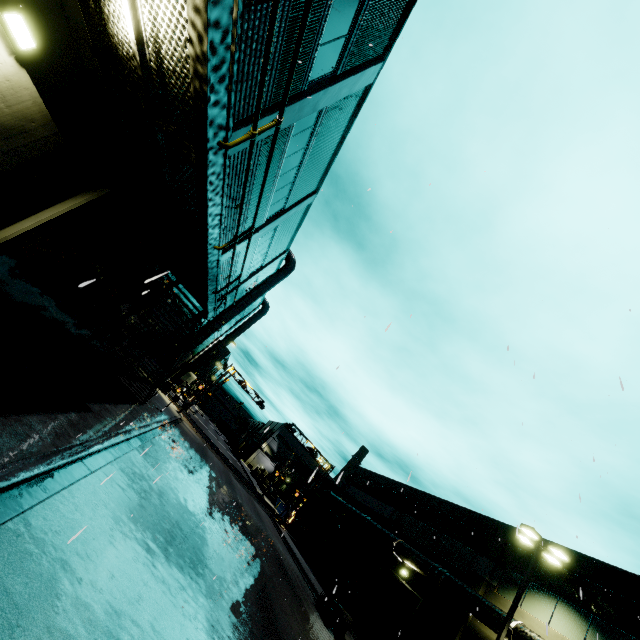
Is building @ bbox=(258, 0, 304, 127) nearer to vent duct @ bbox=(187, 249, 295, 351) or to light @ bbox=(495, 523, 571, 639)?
vent duct @ bbox=(187, 249, 295, 351)

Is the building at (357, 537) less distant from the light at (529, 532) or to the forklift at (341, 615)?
the light at (529, 532)

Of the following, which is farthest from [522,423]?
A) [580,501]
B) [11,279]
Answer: [11,279]

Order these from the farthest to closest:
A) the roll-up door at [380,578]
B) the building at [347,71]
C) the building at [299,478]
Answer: the building at [299,478]
the roll-up door at [380,578]
the building at [347,71]

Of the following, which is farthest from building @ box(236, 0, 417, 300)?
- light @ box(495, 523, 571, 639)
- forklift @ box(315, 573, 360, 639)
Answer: forklift @ box(315, 573, 360, 639)

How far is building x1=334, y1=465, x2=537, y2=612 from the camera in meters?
18.1 m
